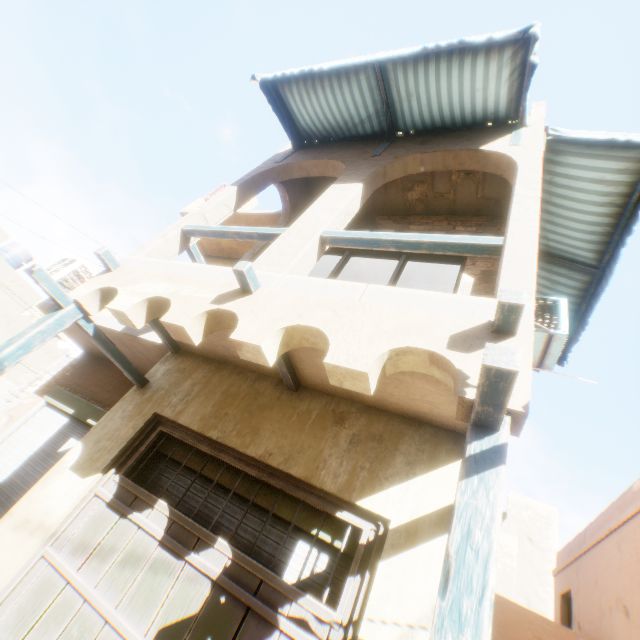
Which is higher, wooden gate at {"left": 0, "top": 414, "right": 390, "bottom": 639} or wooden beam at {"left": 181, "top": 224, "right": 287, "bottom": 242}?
wooden beam at {"left": 181, "top": 224, "right": 287, "bottom": 242}

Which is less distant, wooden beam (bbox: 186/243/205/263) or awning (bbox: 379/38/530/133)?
awning (bbox: 379/38/530/133)

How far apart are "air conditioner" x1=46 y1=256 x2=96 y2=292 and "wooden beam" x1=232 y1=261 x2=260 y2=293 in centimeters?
558cm

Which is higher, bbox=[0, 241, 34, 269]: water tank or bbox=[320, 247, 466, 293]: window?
bbox=[0, 241, 34, 269]: water tank

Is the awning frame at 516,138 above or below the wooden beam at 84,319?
above

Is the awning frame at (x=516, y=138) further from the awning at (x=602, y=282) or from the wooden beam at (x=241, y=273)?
the wooden beam at (x=241, y=273)

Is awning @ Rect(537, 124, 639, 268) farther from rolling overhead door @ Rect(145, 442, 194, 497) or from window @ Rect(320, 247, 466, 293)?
window @ Rect(320, 247, 466, 293)

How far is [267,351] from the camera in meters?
2.6
